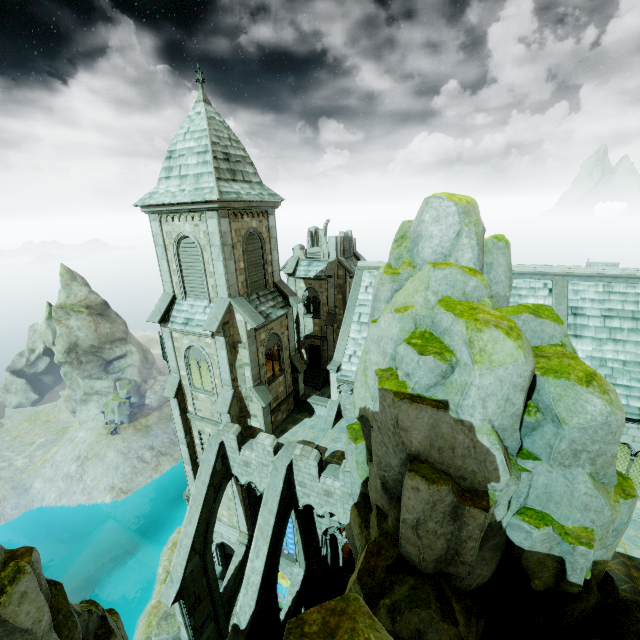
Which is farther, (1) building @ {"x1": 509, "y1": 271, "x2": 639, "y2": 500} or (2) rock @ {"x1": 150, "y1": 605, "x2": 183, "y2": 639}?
(2) rock @ {"x1": 150, "y1": 605, "x2": 183, "y2": 639}

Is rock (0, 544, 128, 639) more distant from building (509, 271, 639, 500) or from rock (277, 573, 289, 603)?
rock (277, 573, 289, 603)

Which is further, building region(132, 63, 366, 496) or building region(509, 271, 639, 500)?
building region(132, 63, 366, 496)

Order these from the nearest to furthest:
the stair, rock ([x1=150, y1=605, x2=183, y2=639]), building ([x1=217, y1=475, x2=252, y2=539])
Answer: building ([x1=217, y1=475, x2=252, y2=539])
rock ([x1=150, y1=605, x2=183, y2=639])
the stair

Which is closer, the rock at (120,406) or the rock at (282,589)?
the rock at (282,589)

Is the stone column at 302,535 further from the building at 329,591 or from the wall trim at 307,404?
the wall trim at 307,404

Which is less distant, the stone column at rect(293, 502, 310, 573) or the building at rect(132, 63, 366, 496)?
the building at rect(132, 63, 366, 496)

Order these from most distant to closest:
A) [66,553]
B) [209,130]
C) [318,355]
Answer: [66,553], [318,355], [209,130]
